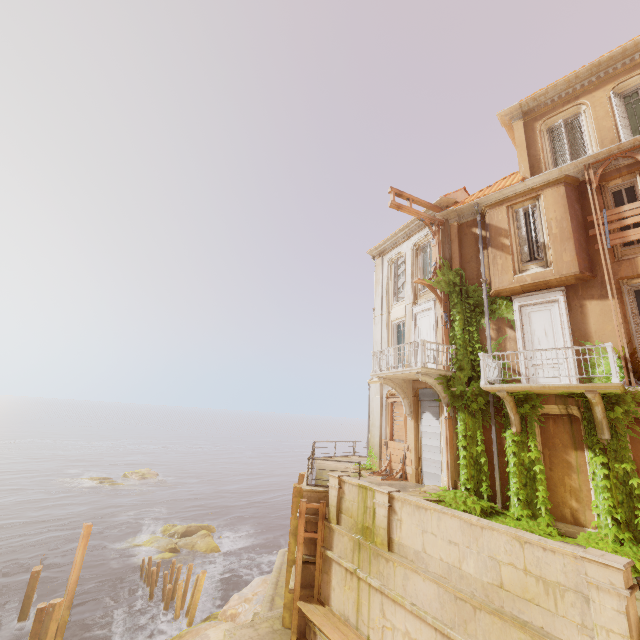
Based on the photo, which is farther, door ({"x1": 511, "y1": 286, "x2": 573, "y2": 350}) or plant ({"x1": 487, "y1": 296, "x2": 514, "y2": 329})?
plant ({"x1": 487, "y1": 296, "x2": 514, "y2": 329})

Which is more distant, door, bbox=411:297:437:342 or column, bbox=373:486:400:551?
door, bbox=411:297:437:342

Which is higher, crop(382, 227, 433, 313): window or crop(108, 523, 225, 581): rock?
crop(382, 227, 433, 313): window

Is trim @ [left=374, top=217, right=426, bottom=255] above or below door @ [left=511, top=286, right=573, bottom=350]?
above

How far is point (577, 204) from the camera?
11.9m

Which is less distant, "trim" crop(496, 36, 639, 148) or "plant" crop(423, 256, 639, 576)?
"plant" crop(423, 256, 639, 576)

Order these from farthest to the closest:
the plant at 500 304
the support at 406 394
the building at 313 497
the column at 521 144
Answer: the support at 406 394, the column at 521 144, the plant at 500 304, the building at 313 497

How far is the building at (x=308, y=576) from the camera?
10.88m
